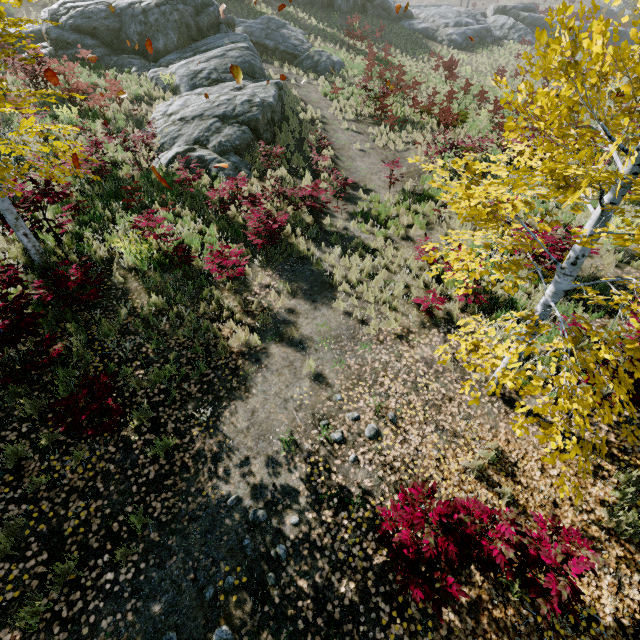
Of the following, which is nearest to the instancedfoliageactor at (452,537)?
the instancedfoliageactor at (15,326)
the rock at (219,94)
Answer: the instancedfoliageactor at (15,326)

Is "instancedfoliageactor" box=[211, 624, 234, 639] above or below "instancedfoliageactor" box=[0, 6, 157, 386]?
below

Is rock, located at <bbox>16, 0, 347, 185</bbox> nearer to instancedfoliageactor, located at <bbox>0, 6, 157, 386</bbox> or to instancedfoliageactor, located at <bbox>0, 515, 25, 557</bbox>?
instancedfoliageactor, located at <bbox>0, 6, 157, 386</bbox>

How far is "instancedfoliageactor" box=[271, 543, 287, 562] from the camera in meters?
4.1

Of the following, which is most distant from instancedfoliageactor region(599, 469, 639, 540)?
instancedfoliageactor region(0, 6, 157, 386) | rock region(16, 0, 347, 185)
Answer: rock region(16, 0, 347, 185)

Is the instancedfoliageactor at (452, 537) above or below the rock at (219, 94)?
below

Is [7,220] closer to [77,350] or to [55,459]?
[77,350]
